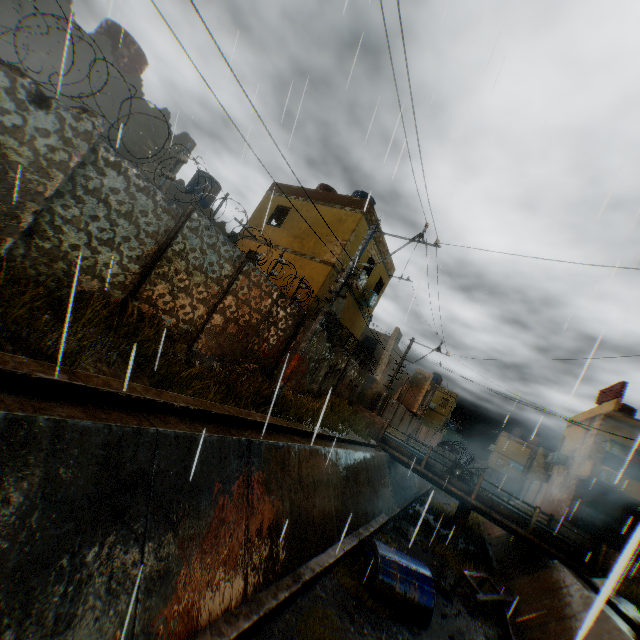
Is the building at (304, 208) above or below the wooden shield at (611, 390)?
below

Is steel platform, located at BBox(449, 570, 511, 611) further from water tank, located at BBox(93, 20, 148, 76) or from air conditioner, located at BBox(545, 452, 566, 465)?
water tank, located at BBox(93, 20, 148, 76)

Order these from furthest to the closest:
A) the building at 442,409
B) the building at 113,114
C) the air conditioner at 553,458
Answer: the building at 442,409 → the air conditioner at 553,458 → the building at 113,114

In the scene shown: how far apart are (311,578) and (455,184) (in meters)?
9.82

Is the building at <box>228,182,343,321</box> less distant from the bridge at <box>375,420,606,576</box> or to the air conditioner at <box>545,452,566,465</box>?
the air conditioner at <box>545,452,566,465</box>

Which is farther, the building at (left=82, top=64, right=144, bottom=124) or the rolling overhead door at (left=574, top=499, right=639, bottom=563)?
the building at (left=82, top=64, right=144, bottom=124)

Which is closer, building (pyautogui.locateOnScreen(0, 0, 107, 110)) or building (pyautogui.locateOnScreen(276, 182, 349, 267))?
building (pyautogui.locateOnScreen(0, 0, 107, 110))

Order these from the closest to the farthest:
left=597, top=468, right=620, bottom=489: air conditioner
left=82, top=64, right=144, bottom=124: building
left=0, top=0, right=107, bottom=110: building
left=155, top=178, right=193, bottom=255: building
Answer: left=0, top=0, right=107, bottom=110: building, left=82, top=64, right=144, bottom=124: building, left=155, top=178, right=193, bottom=255: building, left=597, top=468, right=620, bottom=489: air conditioner
